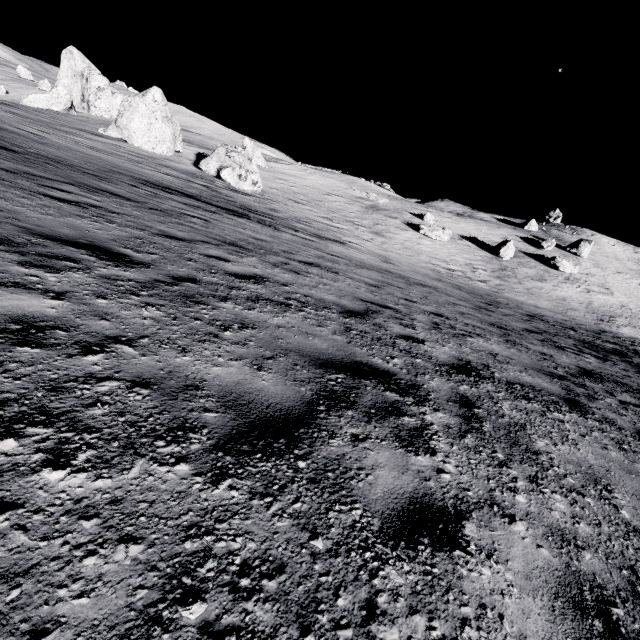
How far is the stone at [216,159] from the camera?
24.5m

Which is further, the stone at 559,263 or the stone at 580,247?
the stone at 580,247

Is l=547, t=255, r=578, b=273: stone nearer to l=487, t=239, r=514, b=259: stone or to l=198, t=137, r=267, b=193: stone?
l=487, t=239, r=514, b=259: stone

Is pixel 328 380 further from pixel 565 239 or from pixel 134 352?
pixel 565 239

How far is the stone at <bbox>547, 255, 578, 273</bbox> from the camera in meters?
37.6

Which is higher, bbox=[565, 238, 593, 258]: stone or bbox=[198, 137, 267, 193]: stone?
bbox=[565, 238, 593, 258]: stone

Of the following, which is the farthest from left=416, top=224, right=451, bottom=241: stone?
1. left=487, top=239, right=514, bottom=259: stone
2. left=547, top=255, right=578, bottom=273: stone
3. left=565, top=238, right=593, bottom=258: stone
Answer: left=565, top=238, right=593, bottom=258: stone

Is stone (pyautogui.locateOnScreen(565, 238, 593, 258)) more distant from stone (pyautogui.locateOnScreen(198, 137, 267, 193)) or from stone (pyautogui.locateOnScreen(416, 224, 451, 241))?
stone (pyautogui.locateOnScreen(198, 137, 267, 193))
